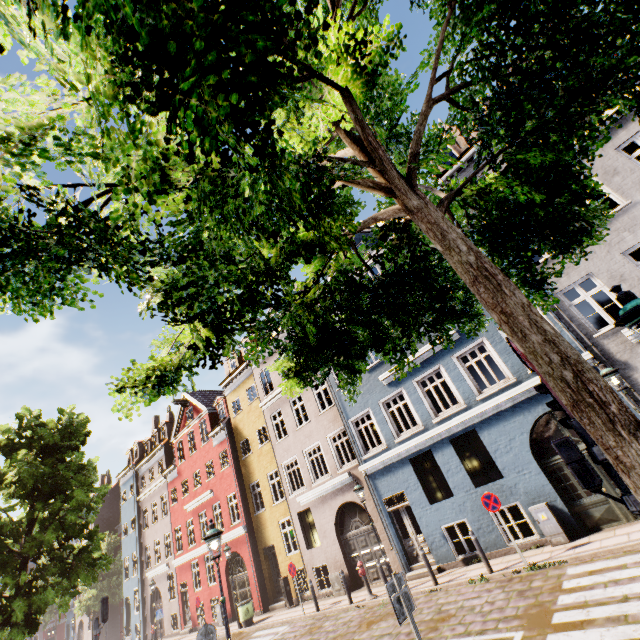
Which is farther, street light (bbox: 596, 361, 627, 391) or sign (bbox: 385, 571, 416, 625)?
street light (bbox: 596, 361, 627, 391)

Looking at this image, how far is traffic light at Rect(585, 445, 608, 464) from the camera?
3.48m

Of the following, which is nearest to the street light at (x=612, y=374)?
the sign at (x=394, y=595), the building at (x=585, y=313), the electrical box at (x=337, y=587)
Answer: the building at (x=585, y=313)

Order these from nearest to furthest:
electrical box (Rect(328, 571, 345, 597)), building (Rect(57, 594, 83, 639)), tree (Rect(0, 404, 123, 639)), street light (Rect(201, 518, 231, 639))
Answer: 1. street light (Rect(201, 518, 231, 639))
2. tree (Rect(0, 404, 123, 639))
3. electrical box (Rect(328, 571, 345, 597))
4. building (Rect(57, 594, 83, 639))

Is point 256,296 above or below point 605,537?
above

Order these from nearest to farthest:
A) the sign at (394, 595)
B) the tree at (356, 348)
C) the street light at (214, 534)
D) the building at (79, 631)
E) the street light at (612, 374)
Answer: the tree at (356, 348)
the sign at (394, 595)
the street light at (214, 534)
the street light at (612, 374)
the building at (79, 631)

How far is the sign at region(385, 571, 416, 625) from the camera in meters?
4.6 m

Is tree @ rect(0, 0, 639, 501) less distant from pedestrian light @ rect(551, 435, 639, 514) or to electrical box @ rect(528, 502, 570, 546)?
pedestrian light @ rect(551, 435, 639, 514)
